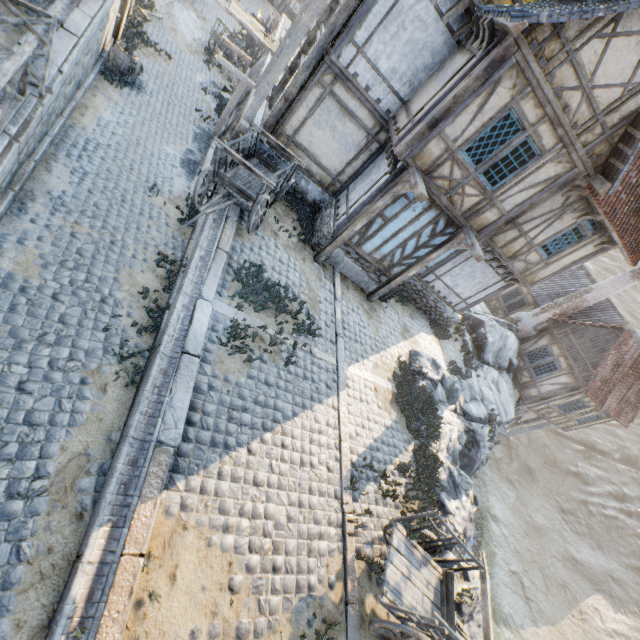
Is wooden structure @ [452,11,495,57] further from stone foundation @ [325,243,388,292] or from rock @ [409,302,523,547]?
rock @ [409,302,523,547]

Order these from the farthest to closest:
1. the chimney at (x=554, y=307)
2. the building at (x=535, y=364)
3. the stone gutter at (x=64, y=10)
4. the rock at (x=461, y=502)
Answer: the building at (x=535, y=364), the chimney at (x=554, y=307), the rock at (x=461, y=502), the stone gutter at (x=64, y=10)

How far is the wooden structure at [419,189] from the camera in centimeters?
784cm

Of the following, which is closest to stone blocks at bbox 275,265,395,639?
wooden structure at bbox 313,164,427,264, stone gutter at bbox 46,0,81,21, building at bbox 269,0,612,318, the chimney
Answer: stone gutter at bbox 46,0,81,21

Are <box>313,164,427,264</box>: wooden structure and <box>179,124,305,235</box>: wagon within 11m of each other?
yes

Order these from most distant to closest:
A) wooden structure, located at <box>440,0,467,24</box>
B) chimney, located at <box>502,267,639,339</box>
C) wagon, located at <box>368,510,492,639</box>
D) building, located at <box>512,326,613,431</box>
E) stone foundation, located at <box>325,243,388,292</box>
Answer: building, located at <box>512,326,613,431</box> → chimney, located at <box>502,267,639,339</box> → stone foundation, located at <box>325,243,388,292</box> → wooden structure, located at <box>440,0,467,24</box> → wagon, located at <box>368,510,492,639</box>

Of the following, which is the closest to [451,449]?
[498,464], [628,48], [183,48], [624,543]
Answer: [628,48]

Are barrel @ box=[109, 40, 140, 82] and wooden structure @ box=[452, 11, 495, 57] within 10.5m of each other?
no
